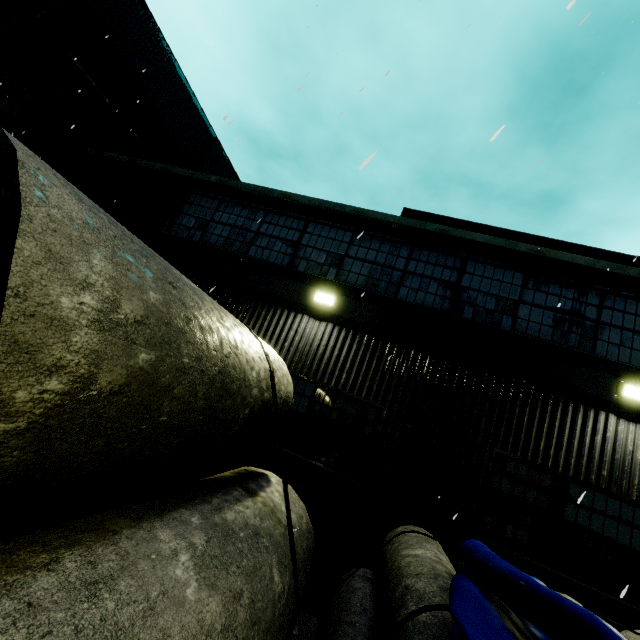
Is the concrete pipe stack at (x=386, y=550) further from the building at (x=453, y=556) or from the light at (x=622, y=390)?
the light at (x=622, y=390)

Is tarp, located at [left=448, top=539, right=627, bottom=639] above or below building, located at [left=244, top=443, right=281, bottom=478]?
above

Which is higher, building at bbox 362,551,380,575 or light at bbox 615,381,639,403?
light at bbox 615,381,639,403

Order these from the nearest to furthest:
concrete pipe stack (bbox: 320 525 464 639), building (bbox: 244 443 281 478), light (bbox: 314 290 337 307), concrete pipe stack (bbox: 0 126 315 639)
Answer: concrete pipe stack (bbox: 0 126 315 639) → concrete pipe stack (bbox: 320 525 464 639) → building (bbox: 244 443 281 478) → light (bbox: 314 290 337 307)

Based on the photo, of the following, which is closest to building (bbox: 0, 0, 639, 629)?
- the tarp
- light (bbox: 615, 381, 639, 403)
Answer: light (bbox: 615, 381, 639, 403)

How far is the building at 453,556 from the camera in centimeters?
534cm

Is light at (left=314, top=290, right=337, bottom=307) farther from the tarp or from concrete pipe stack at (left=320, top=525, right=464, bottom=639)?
the tarp

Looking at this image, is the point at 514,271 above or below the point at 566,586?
above
